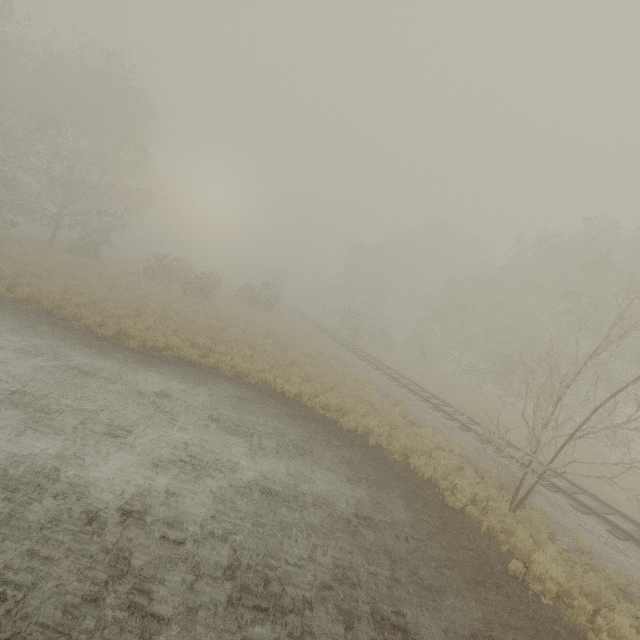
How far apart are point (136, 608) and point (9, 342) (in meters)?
10.35

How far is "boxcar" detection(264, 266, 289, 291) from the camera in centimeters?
5709cm

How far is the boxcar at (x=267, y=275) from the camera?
57.09m
